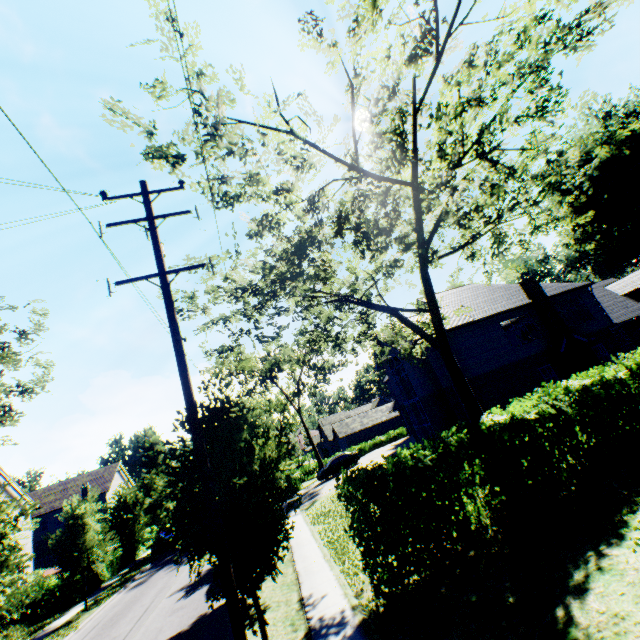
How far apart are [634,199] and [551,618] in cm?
6384

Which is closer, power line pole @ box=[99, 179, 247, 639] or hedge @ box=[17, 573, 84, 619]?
power line pole @ box=[99, 179, 247, 639]

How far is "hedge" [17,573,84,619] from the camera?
21.33m

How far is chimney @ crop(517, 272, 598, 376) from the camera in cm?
2148

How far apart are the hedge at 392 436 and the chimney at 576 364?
28.79m

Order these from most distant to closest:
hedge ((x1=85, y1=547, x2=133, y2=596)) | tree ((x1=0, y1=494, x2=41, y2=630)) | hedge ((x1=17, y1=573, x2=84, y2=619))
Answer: hedge ((x1=85, y1=547, x2=133, y2=596)) < hedge ((x1=17, y1=573, x2=84, y2=619)) < tree ((x1=0, y1=494, x2=41, y2=630))

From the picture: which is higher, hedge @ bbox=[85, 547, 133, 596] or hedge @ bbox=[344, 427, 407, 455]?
hedge @ bbox=[344, 427, 407, 455]

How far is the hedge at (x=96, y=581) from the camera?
22.72m
